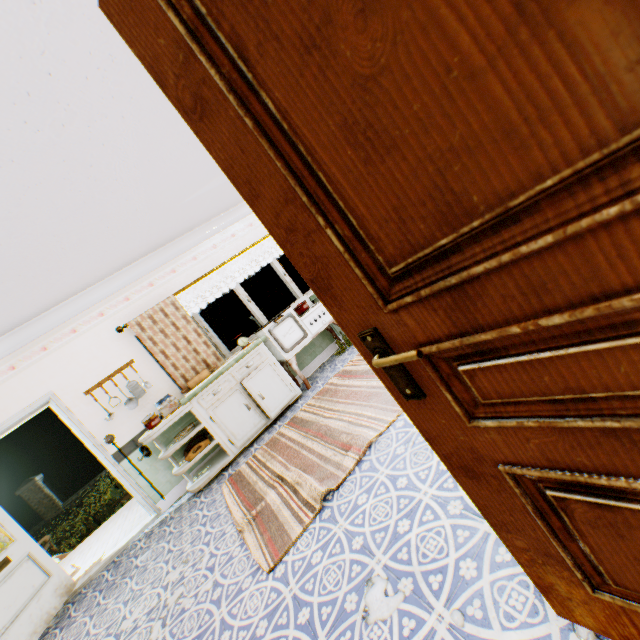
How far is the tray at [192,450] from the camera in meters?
4.3 m

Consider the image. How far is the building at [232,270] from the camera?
5.3 meters

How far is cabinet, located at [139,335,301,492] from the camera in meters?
4.3 m

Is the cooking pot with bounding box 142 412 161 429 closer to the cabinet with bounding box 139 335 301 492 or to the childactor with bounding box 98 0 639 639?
the cabinet with bounding box 139 335 301 492

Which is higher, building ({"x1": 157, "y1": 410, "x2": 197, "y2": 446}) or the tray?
building ({"x1": 157, "y1": 410, "x2": 197, "y2": 446})

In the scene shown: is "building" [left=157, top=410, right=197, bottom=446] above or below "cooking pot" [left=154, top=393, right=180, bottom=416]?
below

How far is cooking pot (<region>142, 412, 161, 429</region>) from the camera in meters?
4.3

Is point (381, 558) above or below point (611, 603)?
below
